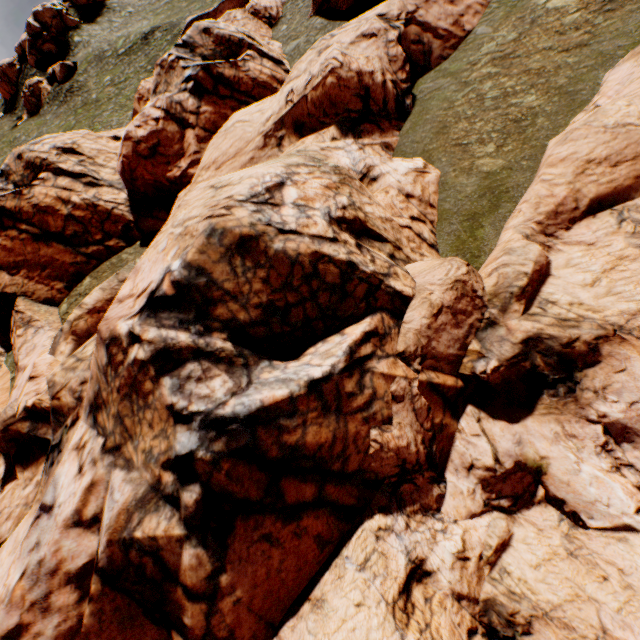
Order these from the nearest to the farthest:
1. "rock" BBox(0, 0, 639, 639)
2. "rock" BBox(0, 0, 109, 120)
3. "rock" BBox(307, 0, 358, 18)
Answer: "rock" BBox(0, 0, 639, 639), "rock" BBox(307, 0, 358, 18), "rock" BBox(0, 0, 109, 120)

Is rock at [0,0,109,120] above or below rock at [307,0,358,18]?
above

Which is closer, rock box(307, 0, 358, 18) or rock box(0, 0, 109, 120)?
rock box(307, 0, 358, 18)

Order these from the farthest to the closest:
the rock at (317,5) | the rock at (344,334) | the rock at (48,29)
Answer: the rock at (48,29)
the rock at (317,5)
the rock at (344,334)

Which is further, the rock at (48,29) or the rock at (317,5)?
the rock at (48,29)

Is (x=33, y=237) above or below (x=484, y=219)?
above

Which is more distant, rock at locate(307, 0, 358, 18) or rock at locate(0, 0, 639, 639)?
rock at locate(307, 0, 358, 18)
